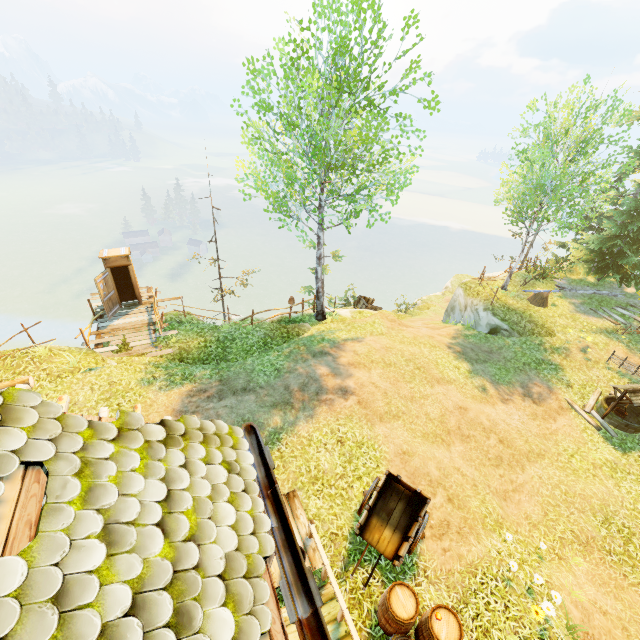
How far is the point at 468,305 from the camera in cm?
2023

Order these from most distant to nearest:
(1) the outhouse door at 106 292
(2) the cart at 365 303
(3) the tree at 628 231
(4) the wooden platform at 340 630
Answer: (2) the cart at 365 303, (3) the tree at 628 231, (1) the outhouse door at 106 292, (4) the wooden platform at 340 630

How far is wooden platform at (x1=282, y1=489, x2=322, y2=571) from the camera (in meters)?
7.26

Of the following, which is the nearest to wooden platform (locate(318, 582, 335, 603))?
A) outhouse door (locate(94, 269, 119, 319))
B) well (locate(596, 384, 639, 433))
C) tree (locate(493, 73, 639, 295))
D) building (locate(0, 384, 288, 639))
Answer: building (locate(0, 384, 288, 639))

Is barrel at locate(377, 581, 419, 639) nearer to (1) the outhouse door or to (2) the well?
(2) the well

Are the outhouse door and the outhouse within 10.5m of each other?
yes

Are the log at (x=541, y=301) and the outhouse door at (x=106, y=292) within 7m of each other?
no

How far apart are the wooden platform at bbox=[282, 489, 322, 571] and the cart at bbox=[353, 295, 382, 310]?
14.4m
